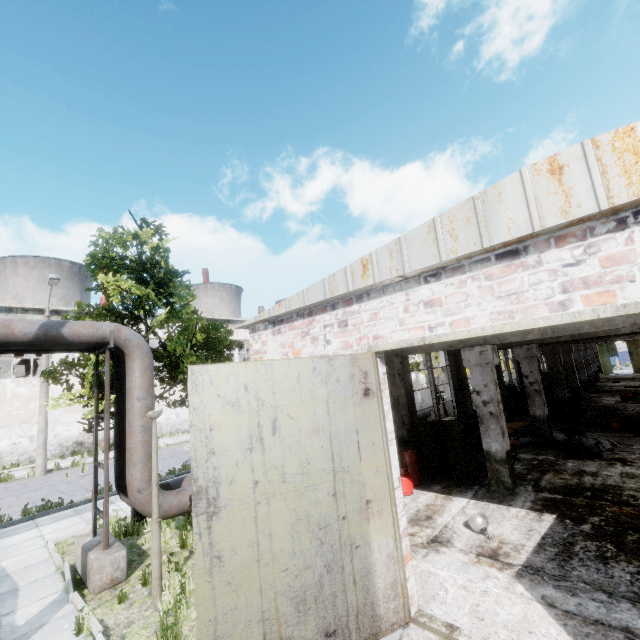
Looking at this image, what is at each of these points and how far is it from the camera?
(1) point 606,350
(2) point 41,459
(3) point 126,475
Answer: (1) door, 39.7m
(2) lamp post, 16.7m
(3) pipe, 7.2m

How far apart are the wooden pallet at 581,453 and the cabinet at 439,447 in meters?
4.3

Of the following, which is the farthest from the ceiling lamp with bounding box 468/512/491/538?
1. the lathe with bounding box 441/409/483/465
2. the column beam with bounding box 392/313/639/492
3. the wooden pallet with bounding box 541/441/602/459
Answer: the column beam with bounding box 392/313/639/492

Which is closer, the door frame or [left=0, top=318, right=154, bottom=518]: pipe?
the door frame

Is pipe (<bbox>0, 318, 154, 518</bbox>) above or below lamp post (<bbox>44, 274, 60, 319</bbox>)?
below

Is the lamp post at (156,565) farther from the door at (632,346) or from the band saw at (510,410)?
the door at (632,346)

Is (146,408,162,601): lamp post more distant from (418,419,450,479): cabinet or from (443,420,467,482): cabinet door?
(443,420,467,482): cabinet door

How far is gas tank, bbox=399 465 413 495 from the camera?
9.0m
